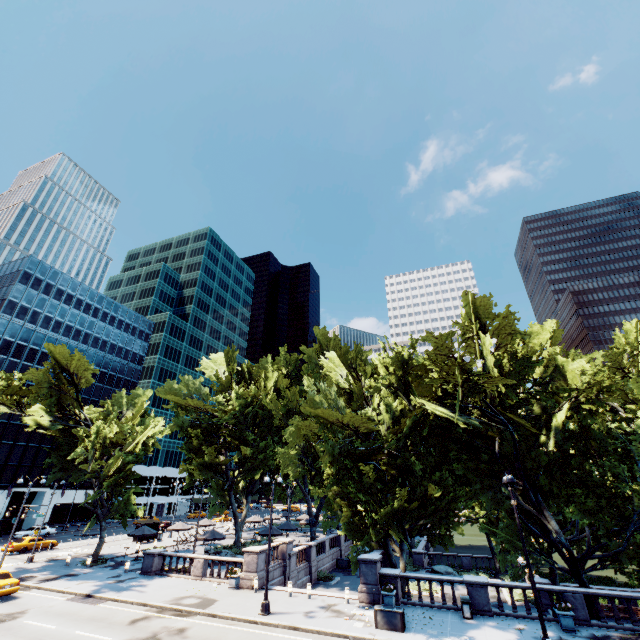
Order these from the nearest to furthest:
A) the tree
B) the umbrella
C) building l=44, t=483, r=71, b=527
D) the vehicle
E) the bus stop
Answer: the tree → the vehicle → the umbrella → the bus stop → building l=44, t=483, r=71, b=527

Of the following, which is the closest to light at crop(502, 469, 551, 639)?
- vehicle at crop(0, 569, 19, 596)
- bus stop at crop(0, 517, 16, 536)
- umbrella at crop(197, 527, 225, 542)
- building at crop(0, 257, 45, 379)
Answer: umbrella at crop(197, 527, 225, 542)

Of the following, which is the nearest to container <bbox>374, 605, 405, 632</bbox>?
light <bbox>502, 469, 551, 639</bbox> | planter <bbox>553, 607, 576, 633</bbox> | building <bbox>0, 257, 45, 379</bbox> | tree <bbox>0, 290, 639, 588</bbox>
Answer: tree <bbox>0, 290, 639, 588</bbox>

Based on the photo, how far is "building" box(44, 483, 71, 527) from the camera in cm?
5666

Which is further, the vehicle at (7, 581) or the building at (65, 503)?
the building at (65, 503)

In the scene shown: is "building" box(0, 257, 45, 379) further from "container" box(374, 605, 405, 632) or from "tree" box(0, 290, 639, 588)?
"container" box(374, 605, 405, 632)

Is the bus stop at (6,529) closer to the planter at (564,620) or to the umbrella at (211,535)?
the umbrella at (211,535)

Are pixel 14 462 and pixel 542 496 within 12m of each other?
no
